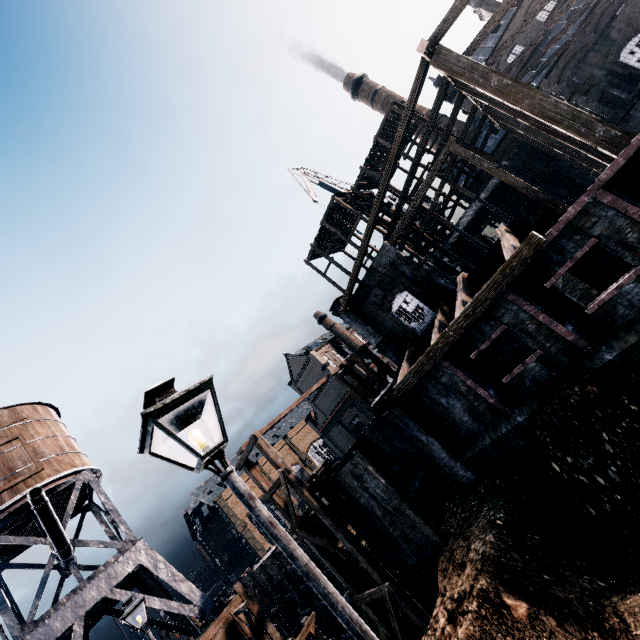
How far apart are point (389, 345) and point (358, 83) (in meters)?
53.63

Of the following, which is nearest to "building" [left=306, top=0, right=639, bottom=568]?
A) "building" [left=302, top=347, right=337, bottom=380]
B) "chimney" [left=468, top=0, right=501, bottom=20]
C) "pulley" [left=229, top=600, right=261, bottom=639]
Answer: "chimney" [left=468, top=0, right=501, bottom=20]

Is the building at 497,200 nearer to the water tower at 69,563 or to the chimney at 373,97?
the chimney at 373,97

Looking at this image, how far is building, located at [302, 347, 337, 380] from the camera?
57.6m

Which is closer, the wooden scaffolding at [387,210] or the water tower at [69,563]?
the water tower at [69,563]

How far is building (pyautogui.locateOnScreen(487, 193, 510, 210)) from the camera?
36.1 meters

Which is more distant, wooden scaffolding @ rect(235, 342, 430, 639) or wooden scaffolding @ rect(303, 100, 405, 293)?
wooden scaffolding @ rect(303, 100, 405, 293)

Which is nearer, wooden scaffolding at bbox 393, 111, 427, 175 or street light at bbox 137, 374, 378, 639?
street light at bbox 137, 374, 378, 639
